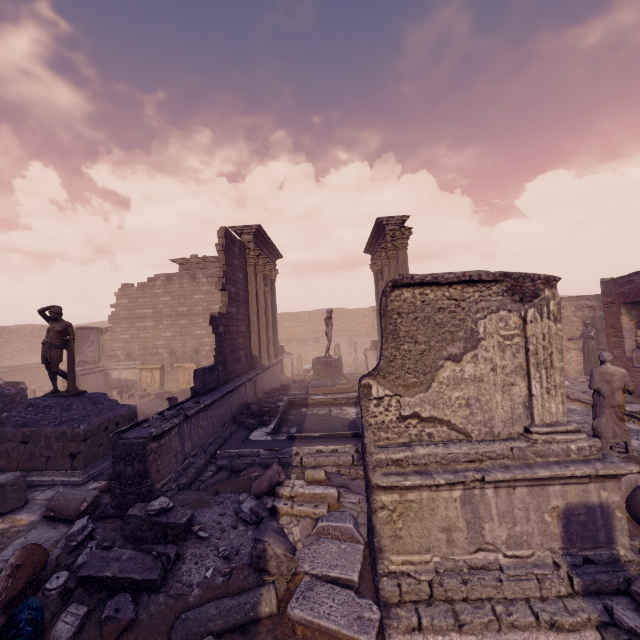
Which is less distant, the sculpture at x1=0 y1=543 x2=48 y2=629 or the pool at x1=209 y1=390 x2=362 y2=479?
the sculpture at x1=0 y1=543 x2=48 y2=629

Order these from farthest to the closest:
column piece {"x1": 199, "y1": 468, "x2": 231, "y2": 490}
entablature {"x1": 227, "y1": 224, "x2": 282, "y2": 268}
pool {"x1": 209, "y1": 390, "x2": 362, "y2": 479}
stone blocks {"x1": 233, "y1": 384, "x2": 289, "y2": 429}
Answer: entablature {"x1": 227, "y1": 224, "x2": 282, "y2": 268}
stone blocks {"x1": 233, "y1": 384, "x2": 289, "y2": 429}
pool {"x1": 209, "y1": 390, "x2": 362, "y2": 479}
column piece {"x1": 199, "y1": 468, "x2": 231, "y2": 490}

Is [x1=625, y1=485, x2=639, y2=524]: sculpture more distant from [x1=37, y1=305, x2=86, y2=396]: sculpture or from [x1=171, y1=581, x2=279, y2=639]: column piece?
[x1=37, y1=305, x2=86, y2=396]: sculpture

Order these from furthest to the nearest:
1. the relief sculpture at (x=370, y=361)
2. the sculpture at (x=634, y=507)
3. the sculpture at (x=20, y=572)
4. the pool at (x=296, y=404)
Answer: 1. the relief sculpture at (x=370, y=361)
2. the pool at (x=296, y=404)
3. the sculpture at (x=634, y=507)
4. the sculpture at (x=20, y=572)

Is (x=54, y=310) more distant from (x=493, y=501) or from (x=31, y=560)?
(x=493, y=501)

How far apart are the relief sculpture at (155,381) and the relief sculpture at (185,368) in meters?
0.7

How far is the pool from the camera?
7.5m

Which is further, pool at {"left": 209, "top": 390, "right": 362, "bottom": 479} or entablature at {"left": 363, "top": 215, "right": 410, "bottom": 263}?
entablature at {"left": 363, "top": 215, "right": 410, "bottom": 263}
